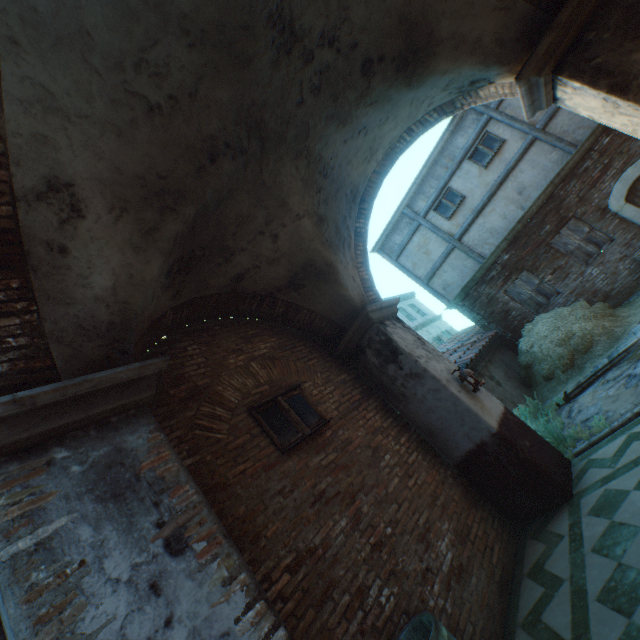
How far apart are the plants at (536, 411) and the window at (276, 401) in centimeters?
367cm

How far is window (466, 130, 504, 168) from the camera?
10.87m

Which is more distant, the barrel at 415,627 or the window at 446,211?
the window at 446,211

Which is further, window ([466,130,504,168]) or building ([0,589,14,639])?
window ([466,130,504,168])

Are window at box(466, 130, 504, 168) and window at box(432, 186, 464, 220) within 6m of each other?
yes

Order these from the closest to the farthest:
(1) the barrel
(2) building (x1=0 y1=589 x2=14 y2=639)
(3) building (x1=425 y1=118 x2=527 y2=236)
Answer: (2) building (x1=0 y1=589 x2=14 y2=639), (1) the barrel, (3) building (x1=425 y1=118 x2=527 y2=236)

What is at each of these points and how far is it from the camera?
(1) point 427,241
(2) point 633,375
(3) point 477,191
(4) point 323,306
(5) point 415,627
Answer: (1) building, 12.77m
(2) ground stones, 5.73m
(3) building, 11.45m
(4) building, 5.97m
(5) barrel, 2.93m

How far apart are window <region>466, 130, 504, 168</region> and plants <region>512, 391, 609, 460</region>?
8.2m
